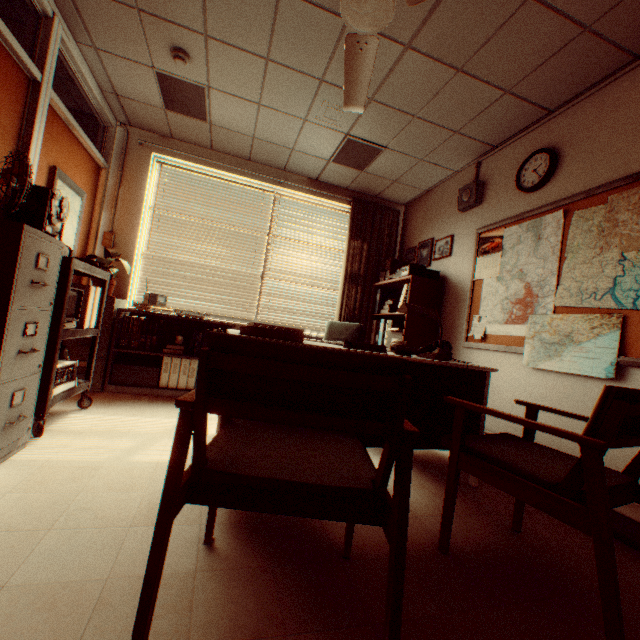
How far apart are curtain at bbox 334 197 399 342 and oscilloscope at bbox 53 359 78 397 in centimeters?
324cm

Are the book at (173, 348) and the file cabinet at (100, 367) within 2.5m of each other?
yes

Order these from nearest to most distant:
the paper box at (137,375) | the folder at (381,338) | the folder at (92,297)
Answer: the folder at (92,297)
the paper box at (137,375)
the folder at (381,338)

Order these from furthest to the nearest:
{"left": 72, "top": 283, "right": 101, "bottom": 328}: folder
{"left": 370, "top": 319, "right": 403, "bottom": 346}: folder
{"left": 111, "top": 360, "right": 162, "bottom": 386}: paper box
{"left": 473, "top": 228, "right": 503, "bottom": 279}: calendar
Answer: {"left": 370, "top": 319, "right": 403, "bottom": 346}: folder → {"left": 111, "top": 360, "right": 162, "bottom": 386}: paper box → {"left": 473, "top": 228, "right": 503, "bottom": 279}: calendar → {"left": 72, "top": 283, "right": 101, "bottom": 328}: folder

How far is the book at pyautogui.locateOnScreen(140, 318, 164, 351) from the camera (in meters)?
4.18

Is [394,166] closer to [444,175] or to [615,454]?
[444,175]

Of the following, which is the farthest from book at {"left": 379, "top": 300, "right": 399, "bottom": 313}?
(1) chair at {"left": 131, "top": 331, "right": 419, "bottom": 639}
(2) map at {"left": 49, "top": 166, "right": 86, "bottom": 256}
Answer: (2) map at {"left": 49, "top": 166, "right": 86, "bottom": 256}

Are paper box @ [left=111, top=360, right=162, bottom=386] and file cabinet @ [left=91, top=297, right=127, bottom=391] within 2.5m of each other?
yes
